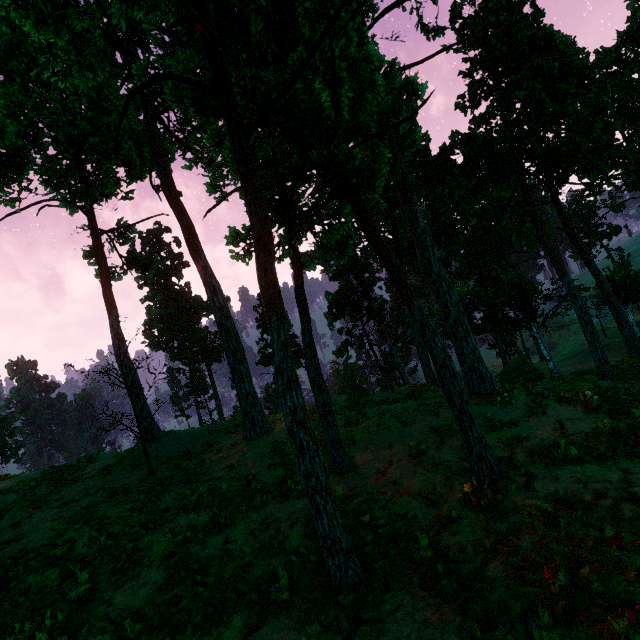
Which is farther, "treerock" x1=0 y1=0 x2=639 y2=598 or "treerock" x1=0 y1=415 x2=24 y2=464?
"treerock" x1=0 y1=415 x2=24 y2=464

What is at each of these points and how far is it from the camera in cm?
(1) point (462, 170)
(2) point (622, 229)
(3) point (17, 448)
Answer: (1) treerock, 2933
(2) treerock, 5788
(3) treerock, 5603

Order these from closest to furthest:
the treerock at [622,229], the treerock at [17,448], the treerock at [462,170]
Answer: the treerock at [462,170] < the treerock at [17,448] < the treerock at [622,229]

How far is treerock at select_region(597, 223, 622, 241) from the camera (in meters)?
57.86

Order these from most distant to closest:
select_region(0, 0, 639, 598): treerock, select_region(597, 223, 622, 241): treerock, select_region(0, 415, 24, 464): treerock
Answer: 1. select_region(597, 223, 622, 241): treerock
2. select_region(0, 415, 24, 464): treerock
3. select_region(0, 0, 639, 598): treerock

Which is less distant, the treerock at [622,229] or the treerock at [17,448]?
the treerock at [17,448]
